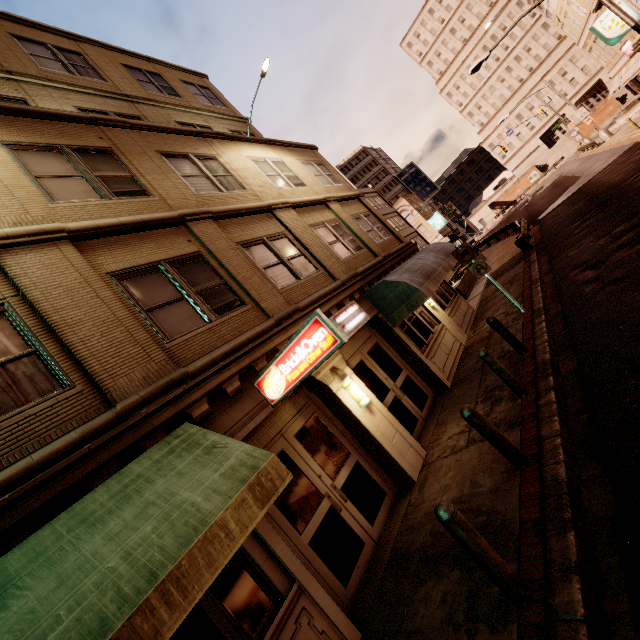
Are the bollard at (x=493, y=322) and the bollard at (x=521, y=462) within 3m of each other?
no

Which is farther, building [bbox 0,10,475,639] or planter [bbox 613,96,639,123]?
planter [bbox 613,96,639,123]

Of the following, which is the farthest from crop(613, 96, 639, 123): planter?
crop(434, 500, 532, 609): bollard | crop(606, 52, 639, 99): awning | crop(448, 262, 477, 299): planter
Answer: crop(434, 500, 532, 609): bollard

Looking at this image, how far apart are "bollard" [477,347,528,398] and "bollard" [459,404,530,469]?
1.7m

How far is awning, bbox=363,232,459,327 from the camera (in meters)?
9.66

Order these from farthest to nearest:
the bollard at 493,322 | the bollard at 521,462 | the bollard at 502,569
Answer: the bollard at 493,322, the bollard at 521,462, the bollard at 502,569

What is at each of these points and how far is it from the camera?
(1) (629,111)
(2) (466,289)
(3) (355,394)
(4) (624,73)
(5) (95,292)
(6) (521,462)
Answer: (1) planter, 34.72m
(2) planter, 20.70m
(3) wall light, 7.38m
(4) awning, 33.44m
(5) building, 5.49m
(6) bollard, 4.89m

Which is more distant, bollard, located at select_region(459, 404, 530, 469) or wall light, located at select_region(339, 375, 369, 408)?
wall light, located at select_region(339, 375, 369, 408)
